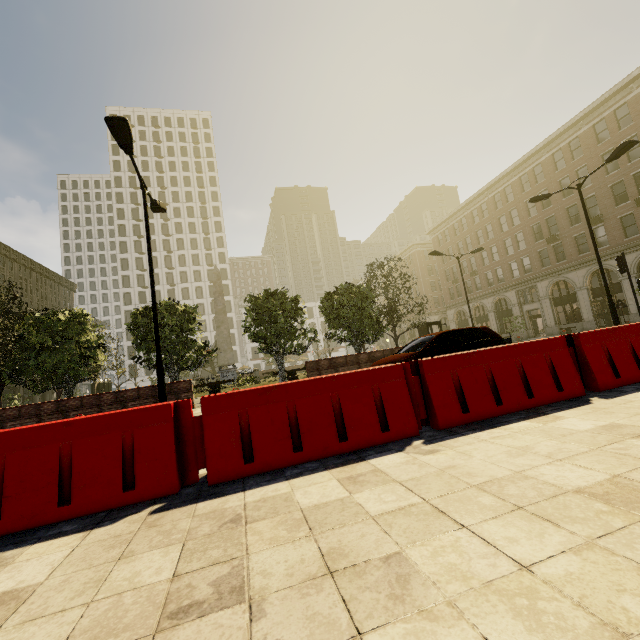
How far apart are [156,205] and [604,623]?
13.8m

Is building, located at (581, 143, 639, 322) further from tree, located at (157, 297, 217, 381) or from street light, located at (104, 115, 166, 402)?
street light, located at (104, 115, 166, 402)

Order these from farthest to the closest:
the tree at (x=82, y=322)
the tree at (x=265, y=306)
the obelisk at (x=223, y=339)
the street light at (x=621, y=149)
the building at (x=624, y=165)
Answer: the obelisk at (x=223, y=339) < the building at (x=624, y=165) < the tree at (x=265, y=306) < the tree at (x=82, y=322) < the street light at (x=621, y=149)

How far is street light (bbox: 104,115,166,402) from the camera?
8.20m

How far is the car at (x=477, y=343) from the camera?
8.4 meters

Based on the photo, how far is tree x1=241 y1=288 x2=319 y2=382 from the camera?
17.9m

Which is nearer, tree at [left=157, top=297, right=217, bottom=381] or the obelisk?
tree at [left=157, top=297, right=217, bottom=381]

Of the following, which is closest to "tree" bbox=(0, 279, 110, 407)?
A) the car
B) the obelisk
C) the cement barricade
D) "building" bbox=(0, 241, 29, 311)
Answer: the obelisk
